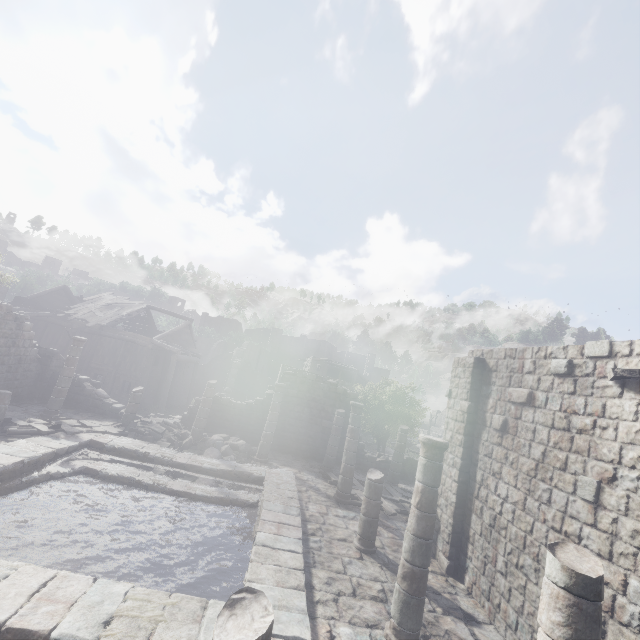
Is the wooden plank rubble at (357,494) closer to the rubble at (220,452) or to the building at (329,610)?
the building at (329,610)

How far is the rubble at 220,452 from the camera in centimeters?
1489cm

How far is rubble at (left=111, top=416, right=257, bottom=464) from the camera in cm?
1489

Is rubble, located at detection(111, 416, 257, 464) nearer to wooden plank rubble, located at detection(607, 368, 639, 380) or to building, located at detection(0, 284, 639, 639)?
building, located at detection(0, 284, 639, 639)

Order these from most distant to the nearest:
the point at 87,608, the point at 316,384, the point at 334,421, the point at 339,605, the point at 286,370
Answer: the point at 286,370 → the point at 316,384 → the point at 334,421 → the point at 339,605 → the point at 87,608

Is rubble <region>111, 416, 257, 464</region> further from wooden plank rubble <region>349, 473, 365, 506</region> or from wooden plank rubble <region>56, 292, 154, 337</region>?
wooden plank rubble <region>56, 292, 154, 337</region>

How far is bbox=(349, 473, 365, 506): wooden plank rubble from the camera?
13.11m
